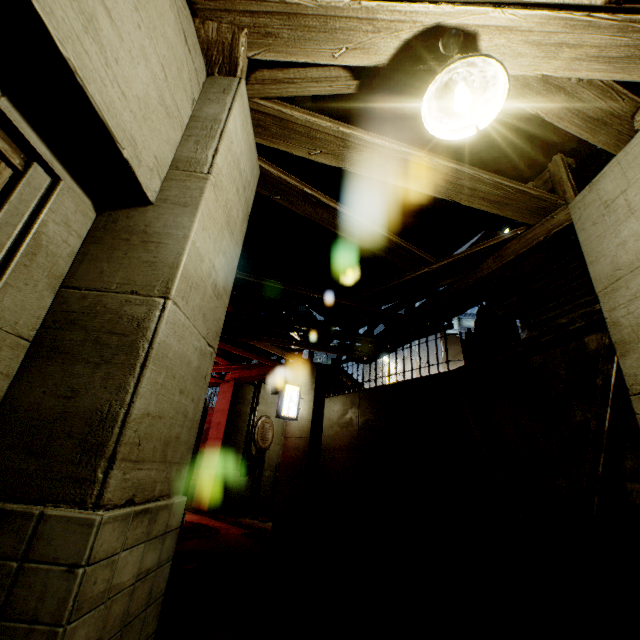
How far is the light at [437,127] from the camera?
2.2m

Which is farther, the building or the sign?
the sign

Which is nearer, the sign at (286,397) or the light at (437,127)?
the light at (437,127)

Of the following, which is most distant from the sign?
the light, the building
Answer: the light

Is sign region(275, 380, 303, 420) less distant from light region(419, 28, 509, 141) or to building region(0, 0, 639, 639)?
building region(0, 0, 639, 639)

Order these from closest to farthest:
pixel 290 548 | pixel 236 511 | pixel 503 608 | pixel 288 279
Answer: pixel 503 608 → pixel 290 548 → pixel 288 279 → pixel 236 511

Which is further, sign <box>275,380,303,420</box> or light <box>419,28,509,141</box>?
sign <box>275,380,303,420</box>
